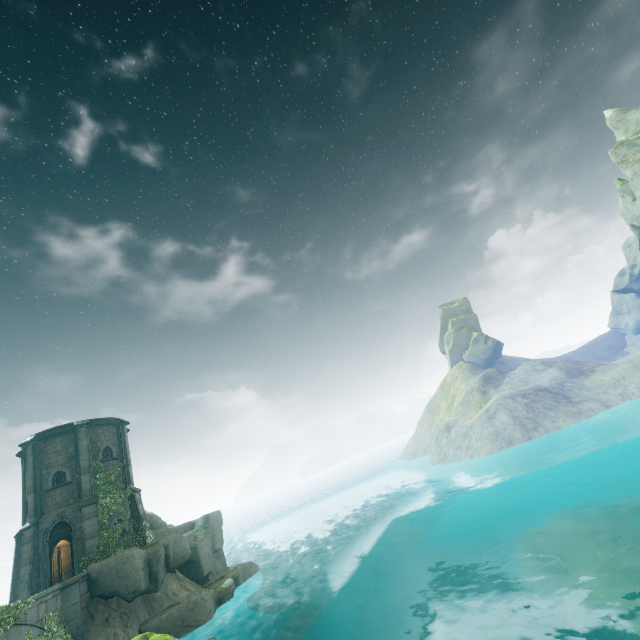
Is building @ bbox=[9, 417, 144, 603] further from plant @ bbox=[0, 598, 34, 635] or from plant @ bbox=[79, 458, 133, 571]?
plant @ bbox=[0, 598, 34, 635]

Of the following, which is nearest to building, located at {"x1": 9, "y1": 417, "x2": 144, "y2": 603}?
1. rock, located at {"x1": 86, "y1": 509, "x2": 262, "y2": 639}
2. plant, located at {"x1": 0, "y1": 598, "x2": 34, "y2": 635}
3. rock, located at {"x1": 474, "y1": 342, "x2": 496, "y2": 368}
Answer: rock, located at {"x1": 86, "y1": 509, "x2": 262, "y2": 639}

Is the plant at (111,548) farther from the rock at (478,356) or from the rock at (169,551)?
the rock at (478,356)

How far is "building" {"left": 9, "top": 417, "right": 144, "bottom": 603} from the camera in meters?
20.3 m

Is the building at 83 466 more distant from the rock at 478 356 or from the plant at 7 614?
the rock at 478 356

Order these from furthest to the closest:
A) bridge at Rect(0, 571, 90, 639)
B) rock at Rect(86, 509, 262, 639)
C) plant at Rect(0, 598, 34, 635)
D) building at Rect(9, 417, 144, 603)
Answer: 1. building at Rect(9, 417, 144, 603)
2. rock at Rect(86, 509, 262, 639)
3. bridge at Rect(0, 571, 90, 639)
4. plant at Rect(0, 598, 34, 635)

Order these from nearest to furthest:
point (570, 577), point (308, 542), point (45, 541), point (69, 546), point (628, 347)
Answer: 1. point (570, 577)
2. point (45, 541)
3. point (69, 546)
4. point (628, 347)
5. point (308, 542)

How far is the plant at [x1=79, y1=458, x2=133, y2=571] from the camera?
20.5m
